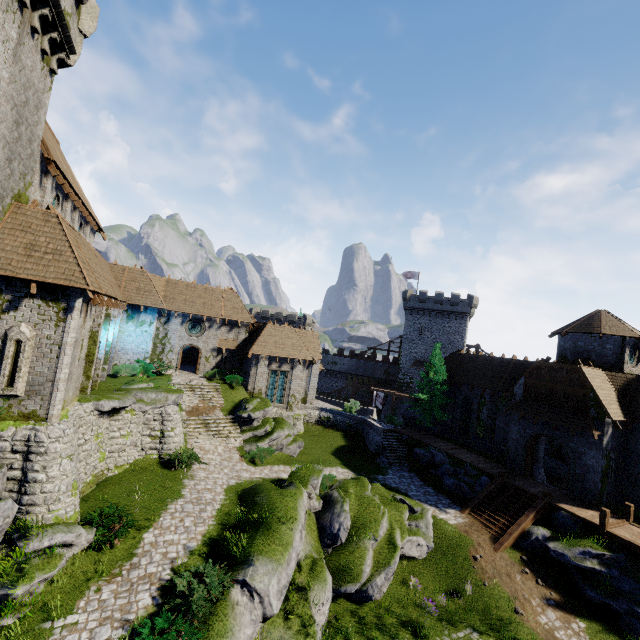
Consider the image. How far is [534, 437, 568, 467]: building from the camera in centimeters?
2688cm

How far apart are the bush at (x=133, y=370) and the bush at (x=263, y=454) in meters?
10.3

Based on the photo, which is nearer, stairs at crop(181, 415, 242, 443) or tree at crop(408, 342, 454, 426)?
stairs at crop(181, 415, 242, 443)

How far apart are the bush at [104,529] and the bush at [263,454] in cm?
946

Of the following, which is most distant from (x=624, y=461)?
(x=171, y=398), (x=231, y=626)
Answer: (x=171, y=398)

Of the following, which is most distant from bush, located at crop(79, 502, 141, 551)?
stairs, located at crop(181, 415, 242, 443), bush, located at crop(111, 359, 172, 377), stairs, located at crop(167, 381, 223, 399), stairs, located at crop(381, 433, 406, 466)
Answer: stairs, located at crop(381, 433, 406, 466)

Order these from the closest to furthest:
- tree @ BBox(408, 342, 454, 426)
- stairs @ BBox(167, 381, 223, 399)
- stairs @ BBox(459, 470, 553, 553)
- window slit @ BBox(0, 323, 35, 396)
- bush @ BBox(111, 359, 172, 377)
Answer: window slit @ BBox(0, 323, 35, 396)
stairs @ BBox(459, 470, 553, 553)
bush @ BBox(111, 359, 172, 377)
stairs @ BBox(167, 381, 223, 399)
tree @ BBox(408, 342, 454, 426)

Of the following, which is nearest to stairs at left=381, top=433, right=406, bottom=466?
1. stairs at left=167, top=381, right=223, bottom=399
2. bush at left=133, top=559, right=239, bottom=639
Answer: stairs at left=167, top=381, right=223, bottom=399
